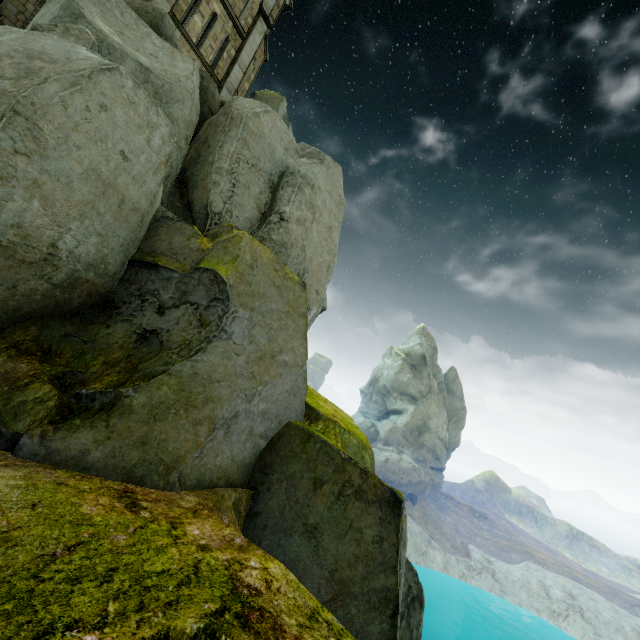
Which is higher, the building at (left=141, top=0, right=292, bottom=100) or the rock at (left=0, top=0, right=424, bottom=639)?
the building at (left=141, top=0, right=292, bottom=100)

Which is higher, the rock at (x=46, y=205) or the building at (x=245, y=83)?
the building at (x=245, y=83)

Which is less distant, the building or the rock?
the rock

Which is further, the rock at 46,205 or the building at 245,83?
the building at 245,83

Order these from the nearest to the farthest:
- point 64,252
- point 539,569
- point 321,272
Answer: point 64,252 → point 321,272 → point 539,569
